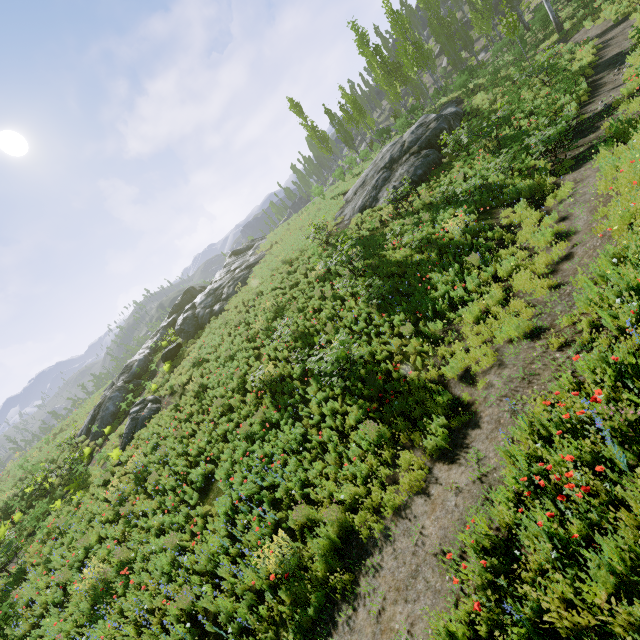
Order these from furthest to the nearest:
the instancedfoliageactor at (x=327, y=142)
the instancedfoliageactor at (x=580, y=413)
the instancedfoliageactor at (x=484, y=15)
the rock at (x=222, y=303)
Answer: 1. the instancedfoliageactor at (x=327, y=142)
2. the rock at (x=222, y=303)
3. the instancedfoliageactor at (x=484, y=15)
4. the instancedfoliageactor at (x=580, y=413)

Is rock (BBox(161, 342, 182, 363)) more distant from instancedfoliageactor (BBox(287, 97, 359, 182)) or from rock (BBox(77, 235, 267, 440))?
rock (BBox(77, 235, 267, 440))

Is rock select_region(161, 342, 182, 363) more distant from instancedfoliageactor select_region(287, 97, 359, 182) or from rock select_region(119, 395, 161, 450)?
instancedfoliageactor select_region(287, 97, 359, 182)

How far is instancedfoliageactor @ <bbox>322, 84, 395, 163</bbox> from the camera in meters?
32.6 m

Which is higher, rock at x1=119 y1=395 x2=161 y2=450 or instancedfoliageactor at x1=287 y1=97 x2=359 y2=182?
instancedfoliageactor at x1=287 y1=97 x2=359 y2=182

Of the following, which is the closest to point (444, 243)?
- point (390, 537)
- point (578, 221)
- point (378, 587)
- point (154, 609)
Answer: point (578, 221)

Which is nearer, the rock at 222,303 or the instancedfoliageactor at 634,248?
the instancedfoliageactor at 634,248

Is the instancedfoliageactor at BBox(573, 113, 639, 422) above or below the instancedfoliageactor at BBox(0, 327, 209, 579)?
below
